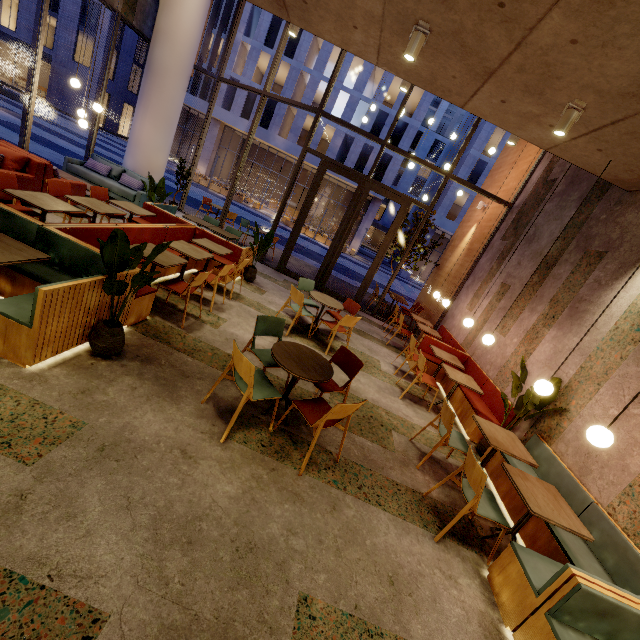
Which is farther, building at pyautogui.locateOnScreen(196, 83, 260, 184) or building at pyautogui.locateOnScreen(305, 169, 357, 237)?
building at pyautogui.locateOnScreen(305, 169, 357, 237)

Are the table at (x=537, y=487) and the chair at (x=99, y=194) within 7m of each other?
no

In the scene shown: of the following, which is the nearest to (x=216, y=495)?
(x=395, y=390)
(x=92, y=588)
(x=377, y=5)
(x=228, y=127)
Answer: (x=92, y=588)

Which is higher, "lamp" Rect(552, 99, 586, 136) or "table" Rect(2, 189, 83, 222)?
"lamp" Rect(552, 99, 586, 136)

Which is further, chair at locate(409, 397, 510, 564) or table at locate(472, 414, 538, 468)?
table at locate(472, 414, 538, 468)

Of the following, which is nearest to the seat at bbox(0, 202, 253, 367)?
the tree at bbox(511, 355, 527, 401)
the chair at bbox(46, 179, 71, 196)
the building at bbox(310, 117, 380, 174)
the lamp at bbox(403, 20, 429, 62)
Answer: the chair at bbox(46, 179, 71, 196)

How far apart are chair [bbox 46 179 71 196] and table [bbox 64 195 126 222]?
→ 0.3m

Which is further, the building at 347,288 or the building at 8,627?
the building at 347,288
